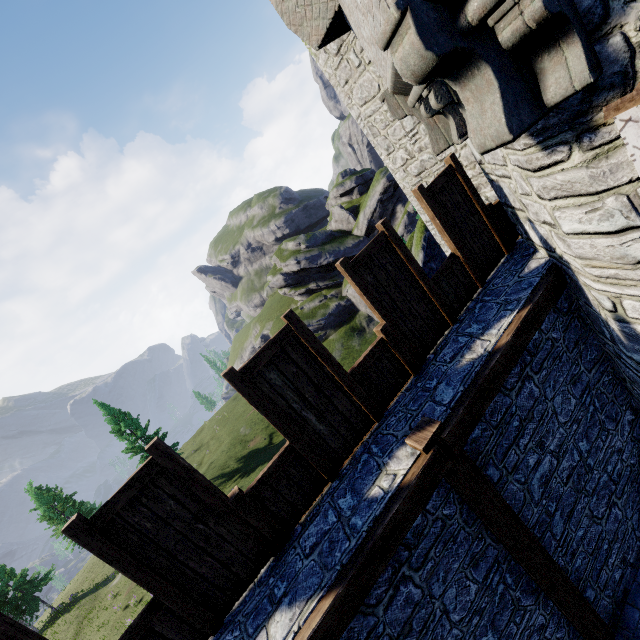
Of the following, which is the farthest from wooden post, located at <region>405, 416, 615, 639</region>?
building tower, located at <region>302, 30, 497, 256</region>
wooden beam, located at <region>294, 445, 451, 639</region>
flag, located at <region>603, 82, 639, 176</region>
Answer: building tower, located at <region>302, 30, 497, 256</region>

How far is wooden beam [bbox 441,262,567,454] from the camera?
3.8m

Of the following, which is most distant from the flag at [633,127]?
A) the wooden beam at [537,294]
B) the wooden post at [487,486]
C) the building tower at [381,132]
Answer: the building tower at [381,132]

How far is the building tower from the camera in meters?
7.8

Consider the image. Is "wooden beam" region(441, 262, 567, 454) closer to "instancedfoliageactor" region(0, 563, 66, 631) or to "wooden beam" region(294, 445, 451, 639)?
"wooden beam" region(294, 445, 451, 639)

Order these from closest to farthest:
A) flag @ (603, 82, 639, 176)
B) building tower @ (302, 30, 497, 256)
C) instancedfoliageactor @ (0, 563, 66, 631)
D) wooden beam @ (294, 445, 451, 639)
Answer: flag @ (603, 82, 639, 176) < wooden beam @ (294, 445, 451, 639) < building tower @ (302, 30, 497, 256) < instancedfoliageactor @ (0, 563, 66, 631)

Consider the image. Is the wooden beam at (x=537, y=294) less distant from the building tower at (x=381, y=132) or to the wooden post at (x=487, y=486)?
the wooden post at (x=487, y=486)

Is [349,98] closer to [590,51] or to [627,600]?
[590,51]
